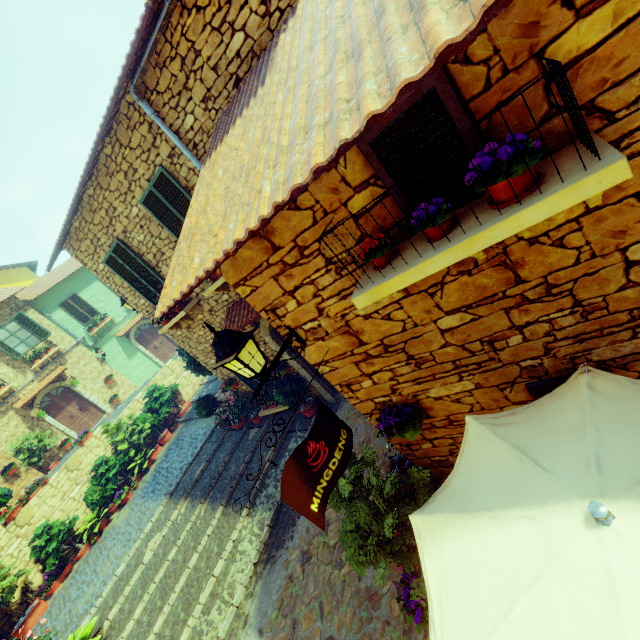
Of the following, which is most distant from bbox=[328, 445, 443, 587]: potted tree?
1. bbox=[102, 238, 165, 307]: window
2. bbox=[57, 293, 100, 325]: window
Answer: bbox=[57, 293, 100, 325]: window

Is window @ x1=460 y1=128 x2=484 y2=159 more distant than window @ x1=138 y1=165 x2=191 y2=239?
No

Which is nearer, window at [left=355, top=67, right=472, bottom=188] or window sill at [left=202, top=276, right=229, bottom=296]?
window at [left=355, top=67, right=472, bottom=188]

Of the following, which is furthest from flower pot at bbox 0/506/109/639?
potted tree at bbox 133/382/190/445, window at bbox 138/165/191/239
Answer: window at bbox 138/165/191/239

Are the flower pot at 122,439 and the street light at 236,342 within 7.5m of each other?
no

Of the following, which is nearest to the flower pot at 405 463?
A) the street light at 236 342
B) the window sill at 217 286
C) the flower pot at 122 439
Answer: the street light at 236 342

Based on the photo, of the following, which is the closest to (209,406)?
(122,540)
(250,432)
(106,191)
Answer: (250,432)

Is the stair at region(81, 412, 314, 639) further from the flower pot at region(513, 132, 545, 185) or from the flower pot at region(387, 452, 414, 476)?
the flower pot at region(513, 132, 545, 185)
